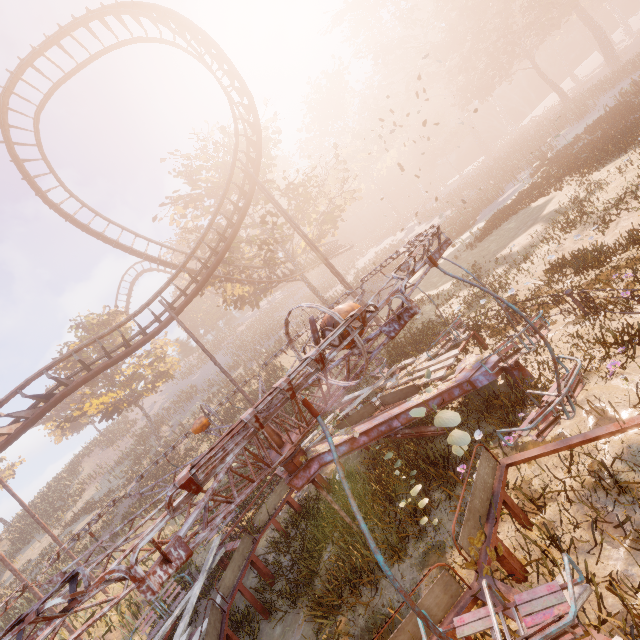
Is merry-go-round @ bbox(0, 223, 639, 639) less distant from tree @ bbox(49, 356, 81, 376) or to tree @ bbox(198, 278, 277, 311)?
tree @ bbox(198, 278, 277, 311)

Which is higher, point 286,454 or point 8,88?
point 8,88

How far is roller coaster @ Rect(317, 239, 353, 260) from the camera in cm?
3423

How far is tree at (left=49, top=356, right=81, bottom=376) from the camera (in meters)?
29.70

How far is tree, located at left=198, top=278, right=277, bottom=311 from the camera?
25.3 meters

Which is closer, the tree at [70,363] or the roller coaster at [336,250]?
the tree at [70,363]

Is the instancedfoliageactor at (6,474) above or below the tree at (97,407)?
above
